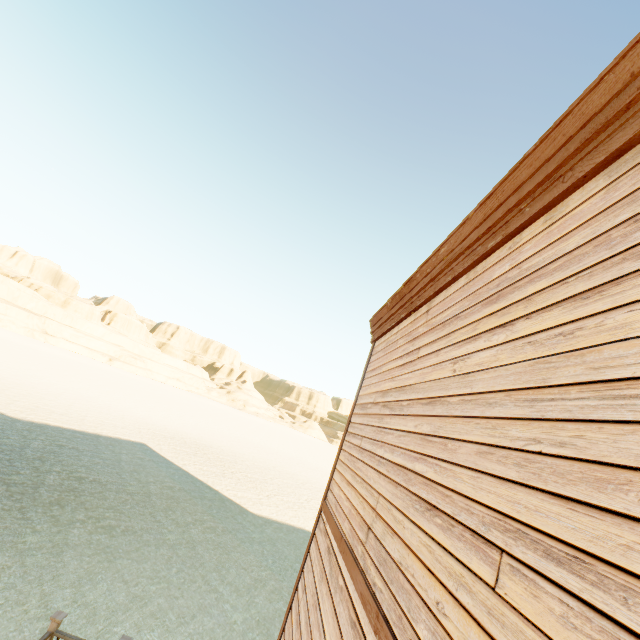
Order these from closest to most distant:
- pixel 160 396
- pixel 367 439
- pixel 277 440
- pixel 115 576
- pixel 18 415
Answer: pixel 367 439 < pixel 115 576 < pixel 18 415 < pixel 160 396 < pixel 277 440

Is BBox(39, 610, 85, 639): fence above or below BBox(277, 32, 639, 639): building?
below

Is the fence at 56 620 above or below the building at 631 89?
below

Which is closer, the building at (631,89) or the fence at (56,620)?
the building at (631,89)

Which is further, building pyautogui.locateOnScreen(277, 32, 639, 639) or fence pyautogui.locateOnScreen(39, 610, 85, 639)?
fence pyautogui.locateOnScreen(39, 610, 85, 639)
